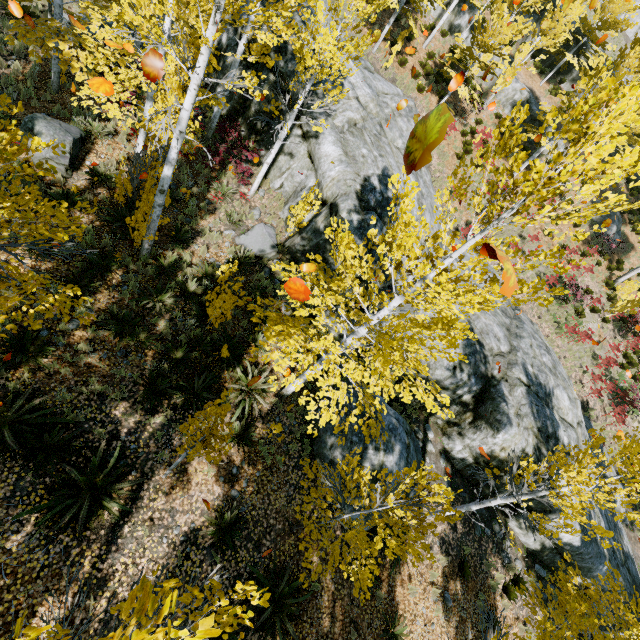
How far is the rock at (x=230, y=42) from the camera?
12.34m

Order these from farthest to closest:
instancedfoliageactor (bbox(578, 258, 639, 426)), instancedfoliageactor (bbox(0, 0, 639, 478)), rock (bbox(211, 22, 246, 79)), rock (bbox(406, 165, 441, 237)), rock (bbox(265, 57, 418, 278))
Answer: instancedfoliageactor (bbox(578, 258, 639, 426)), rock (bbox(406, 165, 441, 237)), rock (bbox(211, 22, 246, 79)), rock (bbox(265, 57, 418, 278)), instancedfoliageactor (bbox(0, 0, 639, 478))

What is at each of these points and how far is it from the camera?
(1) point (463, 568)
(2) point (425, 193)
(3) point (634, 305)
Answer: (1) instancedfoliageactor, 10.53m
(2) rock, 15.70m
(3) instancedfoliageactor, 17.09m

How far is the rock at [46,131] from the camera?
8.9m

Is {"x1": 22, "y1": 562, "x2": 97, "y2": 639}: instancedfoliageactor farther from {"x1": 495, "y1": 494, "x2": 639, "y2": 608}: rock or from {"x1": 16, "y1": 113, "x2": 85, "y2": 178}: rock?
{"x1": 16, "y1": 113, "x2": 85, "y2": 178}: rock

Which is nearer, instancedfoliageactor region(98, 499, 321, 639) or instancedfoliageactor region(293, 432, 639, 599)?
instancedfoliageactor region(98, 499, 321, 639)

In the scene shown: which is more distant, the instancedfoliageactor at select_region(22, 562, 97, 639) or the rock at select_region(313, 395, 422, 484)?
the rock at select_region(313, 395, 422, 484)
